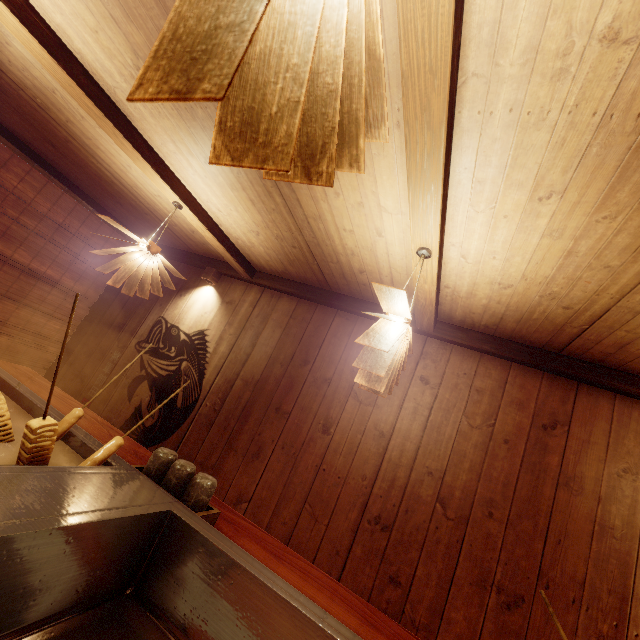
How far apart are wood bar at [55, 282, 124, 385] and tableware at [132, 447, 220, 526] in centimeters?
584cm

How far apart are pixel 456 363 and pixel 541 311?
1.47m

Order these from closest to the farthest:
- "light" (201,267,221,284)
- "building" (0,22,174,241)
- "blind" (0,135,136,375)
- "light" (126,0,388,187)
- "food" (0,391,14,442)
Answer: "light" (126,0,388,187) < "food" (0,391,14,442) < "building" (0,22,174,241) < "blind" (0,135,136,375) < "light" (201,267,221,284)

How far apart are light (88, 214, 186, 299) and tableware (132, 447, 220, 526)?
2.4 meters

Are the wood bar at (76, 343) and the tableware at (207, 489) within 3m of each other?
no

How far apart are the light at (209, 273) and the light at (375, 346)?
4.50m

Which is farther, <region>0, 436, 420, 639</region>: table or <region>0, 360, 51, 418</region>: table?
<region>0, 360, 51, 418</region>: table

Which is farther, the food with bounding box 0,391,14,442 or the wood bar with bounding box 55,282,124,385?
the wood bar with bounding box 55,282,124,385
